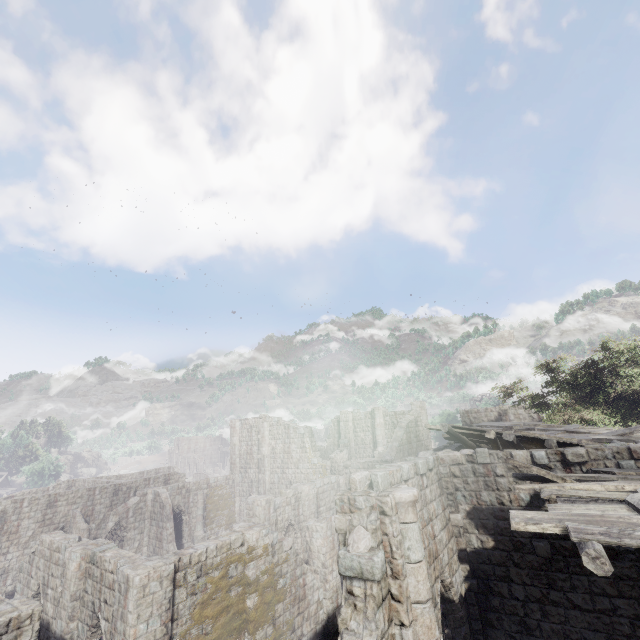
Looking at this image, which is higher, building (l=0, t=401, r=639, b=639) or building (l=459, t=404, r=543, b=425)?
building (l=459, t=404, r=543, b=425)

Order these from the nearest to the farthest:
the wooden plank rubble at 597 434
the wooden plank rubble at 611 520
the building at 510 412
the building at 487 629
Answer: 1. the wooden plank rubble at 611 520
2. the building at 487 629
3. the wooden plank rubble at 597 434
4. the building at 510 412

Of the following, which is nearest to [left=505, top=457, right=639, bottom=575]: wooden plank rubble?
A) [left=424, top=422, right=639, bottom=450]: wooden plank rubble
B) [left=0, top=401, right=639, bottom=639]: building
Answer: [left=0, top=401, right=639, bottom=639]: building

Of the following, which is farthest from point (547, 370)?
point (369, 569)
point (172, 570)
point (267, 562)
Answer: point (172, 570)

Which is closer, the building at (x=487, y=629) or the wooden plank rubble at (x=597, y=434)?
the building at (x=487, y=629)

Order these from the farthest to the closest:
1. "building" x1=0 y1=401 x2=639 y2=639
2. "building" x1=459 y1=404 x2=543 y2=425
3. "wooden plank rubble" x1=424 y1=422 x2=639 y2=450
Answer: "building" x1=459 y1=404 x2=543 y2=425 < "wooden plank rubble" x1=424 y1=422 x2=639 y2=450 < "building" x1=0 y1=401 x2=639 y2=639

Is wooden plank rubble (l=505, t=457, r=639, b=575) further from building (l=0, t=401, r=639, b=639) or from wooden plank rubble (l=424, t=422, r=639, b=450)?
wooden plank rubble (l=424, t=422, r=639, b=450)

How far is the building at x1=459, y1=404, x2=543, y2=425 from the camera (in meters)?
25.38
